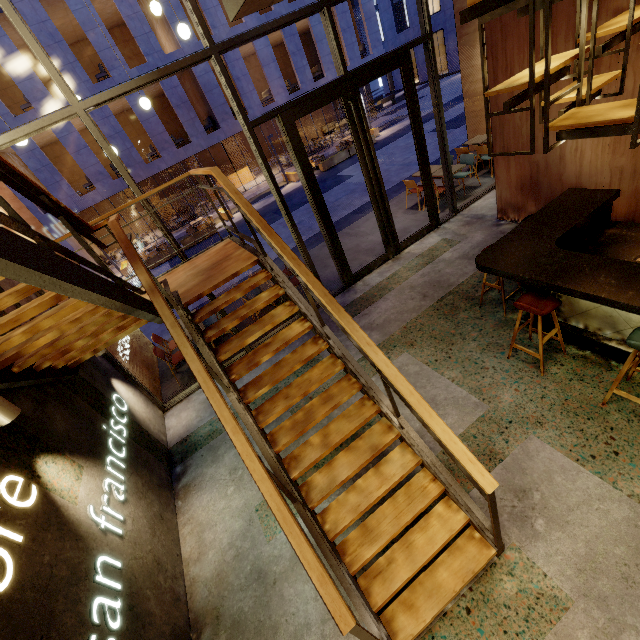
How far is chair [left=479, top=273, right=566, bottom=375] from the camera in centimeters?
354cm

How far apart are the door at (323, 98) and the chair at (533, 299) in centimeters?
371cm

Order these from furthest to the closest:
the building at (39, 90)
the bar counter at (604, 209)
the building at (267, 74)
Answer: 1. the building at (267, 74)
2. the building at (39, 90)
3. the bar counter at (604, 209)

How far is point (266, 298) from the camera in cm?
393

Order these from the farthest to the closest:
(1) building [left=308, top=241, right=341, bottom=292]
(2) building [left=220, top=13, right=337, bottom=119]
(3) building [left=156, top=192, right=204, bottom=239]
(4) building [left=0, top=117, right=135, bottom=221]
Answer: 1. (3) building [left=156, top=192, right=204, bottom=239]
2. (2) building [left=220, top=13, right=337, bottom=119]
3. (4) building [left=0, top=117, right=135, bottom=221]
4. (1) building [left=308, top=241, right=341, bottom=292]

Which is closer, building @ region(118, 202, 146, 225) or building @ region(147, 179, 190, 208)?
building @ region(118, 202, 146, 225)

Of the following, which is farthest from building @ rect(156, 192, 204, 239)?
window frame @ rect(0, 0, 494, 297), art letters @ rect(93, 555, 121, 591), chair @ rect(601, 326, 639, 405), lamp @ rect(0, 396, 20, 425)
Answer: chair @ rect(601, 326, 639, 405)

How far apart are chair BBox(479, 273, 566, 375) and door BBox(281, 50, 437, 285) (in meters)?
3.71
